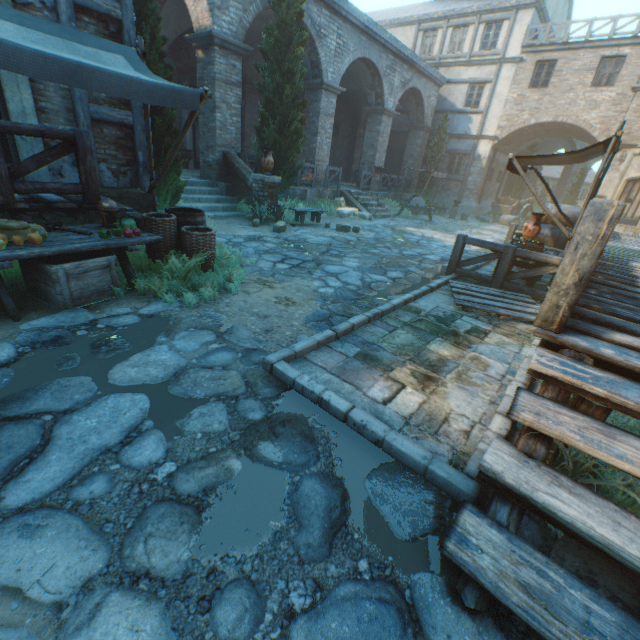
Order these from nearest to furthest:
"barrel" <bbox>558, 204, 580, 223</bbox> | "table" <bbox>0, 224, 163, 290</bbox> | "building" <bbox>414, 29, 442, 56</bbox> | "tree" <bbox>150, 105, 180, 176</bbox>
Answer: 1. "table" <bbox>0, 224, 163, 290</bbox>
2. "tree" <bbox>150, 105, 180, 176</bbox>
3. "barrel" <bbox>558, 204, 580, 223</bbox>
4. "building" <bbox>414, 29, 442, 56</bbox>

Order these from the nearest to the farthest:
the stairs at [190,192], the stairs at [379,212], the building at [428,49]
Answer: the stairs at [190,192] → the stairs at [379,212] → the building at [428,49]

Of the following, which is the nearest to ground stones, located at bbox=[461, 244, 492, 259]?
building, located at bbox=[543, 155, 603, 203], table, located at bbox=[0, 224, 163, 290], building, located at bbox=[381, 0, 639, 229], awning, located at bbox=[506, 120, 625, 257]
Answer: building, located at bbox=[381, 0, 639, 229]

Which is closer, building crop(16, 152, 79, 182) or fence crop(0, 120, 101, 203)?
fence crop(0, 120, 101, 203)

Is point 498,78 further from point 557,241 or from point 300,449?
point 300,449

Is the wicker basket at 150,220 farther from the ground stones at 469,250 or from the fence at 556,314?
the fence at 556,314

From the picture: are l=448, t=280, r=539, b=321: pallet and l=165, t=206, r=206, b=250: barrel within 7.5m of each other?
yes

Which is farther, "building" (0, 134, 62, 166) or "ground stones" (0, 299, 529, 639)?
"building" (0, 134, 62, 166)
